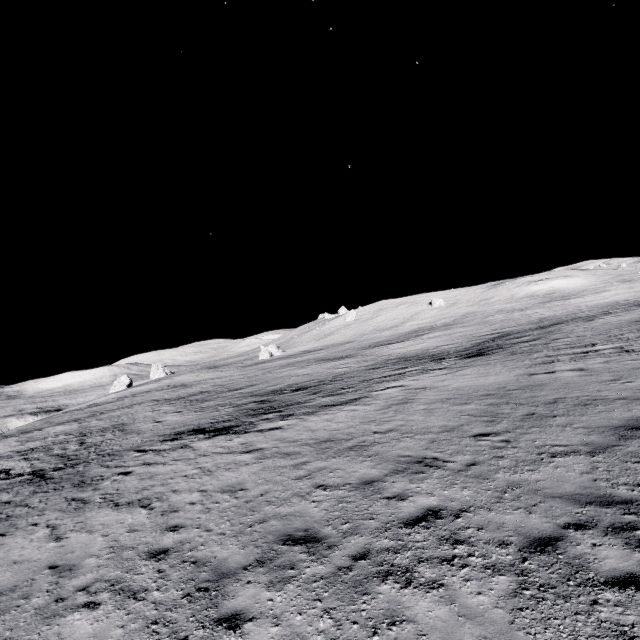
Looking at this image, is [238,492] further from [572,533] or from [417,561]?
[572,533]
